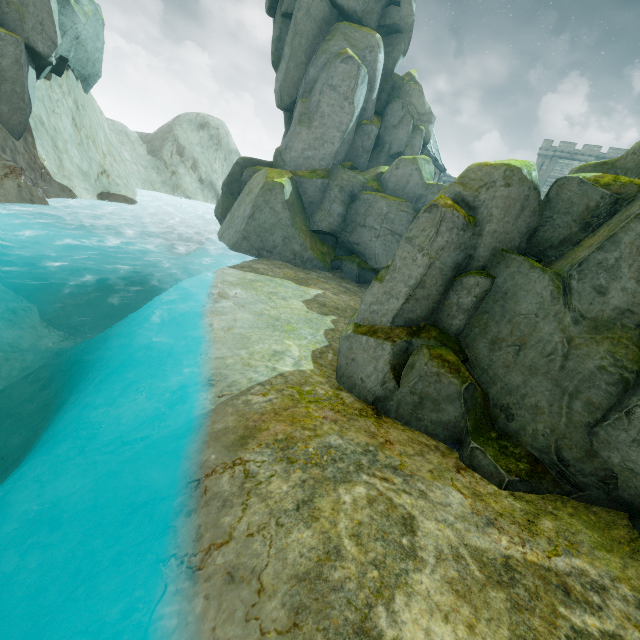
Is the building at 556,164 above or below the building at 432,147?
above

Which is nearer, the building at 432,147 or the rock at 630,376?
the rock at 630,376

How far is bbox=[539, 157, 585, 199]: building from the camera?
45.69m

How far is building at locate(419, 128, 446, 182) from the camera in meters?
36.6 m

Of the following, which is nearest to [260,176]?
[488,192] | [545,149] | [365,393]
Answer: [488,192]

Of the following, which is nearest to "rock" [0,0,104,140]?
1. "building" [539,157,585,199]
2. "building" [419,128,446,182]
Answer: "building" [419,128,446,182]

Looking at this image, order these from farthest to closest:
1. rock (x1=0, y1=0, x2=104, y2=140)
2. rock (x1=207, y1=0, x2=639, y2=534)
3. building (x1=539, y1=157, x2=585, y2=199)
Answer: building (x1=539, y1=157, x2=585, y2=199) < rock (x1=0, y1=0, x2=104, y2=140) < rock (x1=207, y1=0, x2=639, y2=534)

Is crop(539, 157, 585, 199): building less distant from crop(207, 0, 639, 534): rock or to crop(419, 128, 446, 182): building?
crop(419, 128, 446, 182): building
